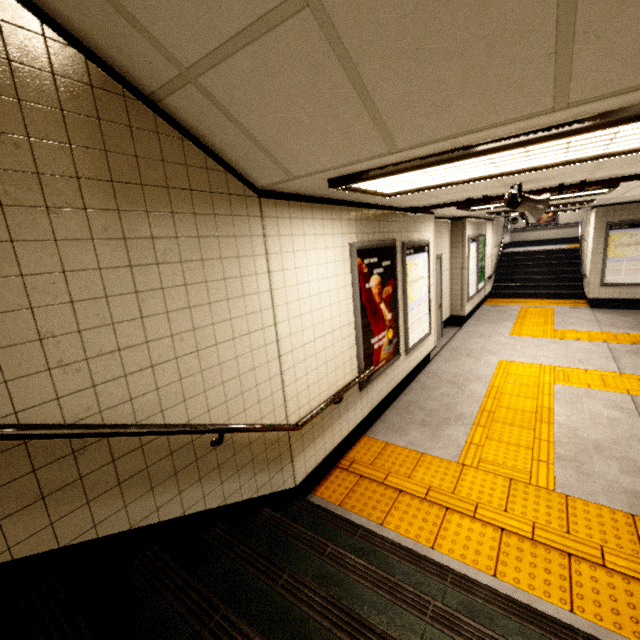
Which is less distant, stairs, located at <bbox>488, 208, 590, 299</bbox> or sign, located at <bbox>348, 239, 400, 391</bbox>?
sign, located at <bbox>348, 239, 400, 391</bbox>

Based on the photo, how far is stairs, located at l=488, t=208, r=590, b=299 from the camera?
11.3m

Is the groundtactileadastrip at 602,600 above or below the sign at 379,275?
below

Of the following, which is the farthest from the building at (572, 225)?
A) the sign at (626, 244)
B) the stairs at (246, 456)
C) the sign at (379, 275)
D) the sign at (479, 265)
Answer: the stairs at (246, 456)

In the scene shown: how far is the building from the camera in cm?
1534

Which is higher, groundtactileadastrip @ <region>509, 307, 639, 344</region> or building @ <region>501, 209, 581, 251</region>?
building @ <region>501, 209, 581, 251</region>

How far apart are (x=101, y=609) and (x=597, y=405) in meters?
5.8

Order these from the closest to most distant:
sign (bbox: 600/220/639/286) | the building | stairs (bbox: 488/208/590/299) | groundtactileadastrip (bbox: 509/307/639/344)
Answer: groundtactileadastrip (bbox: 509/307/639/344) < sign (bbox: 600/220/639/286) < stairs (bbox: 488/208/590/299) < the building
